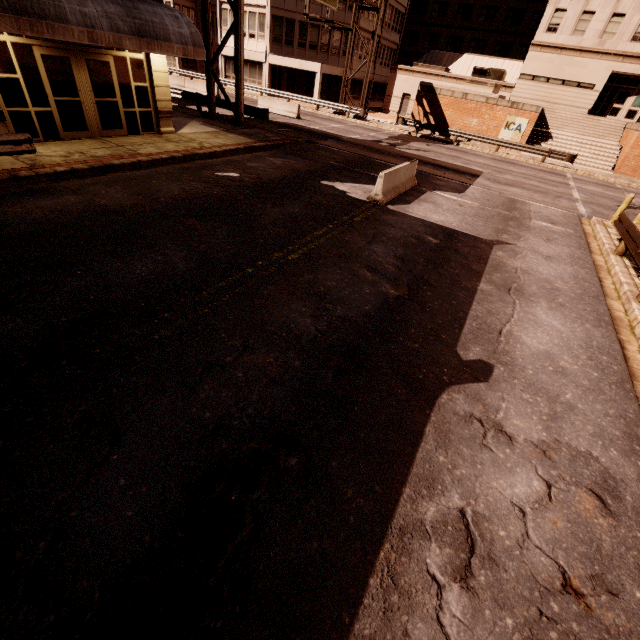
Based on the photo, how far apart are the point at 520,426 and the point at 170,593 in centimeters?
444cm

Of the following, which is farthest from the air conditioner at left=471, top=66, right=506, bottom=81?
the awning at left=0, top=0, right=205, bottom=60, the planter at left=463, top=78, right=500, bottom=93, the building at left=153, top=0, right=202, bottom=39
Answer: the awning at left=0, top=0, right=205, bottom=60

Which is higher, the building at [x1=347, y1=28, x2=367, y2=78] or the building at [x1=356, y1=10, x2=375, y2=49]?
the building at [x1=356, y1=10, x2=375, y2=49]

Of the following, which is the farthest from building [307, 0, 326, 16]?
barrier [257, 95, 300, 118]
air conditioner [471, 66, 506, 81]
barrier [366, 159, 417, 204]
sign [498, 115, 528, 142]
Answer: barrier [366, 159, 417, 204]

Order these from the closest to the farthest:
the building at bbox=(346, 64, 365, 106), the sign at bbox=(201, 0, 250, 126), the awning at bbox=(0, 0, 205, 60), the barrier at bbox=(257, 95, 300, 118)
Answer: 1. the awning at bbox=(0, 0, 205, 60)
2. the sign at bbox=(201, 0, 250, 126)
3. the barrier at bbox=(257, 95, 300, 118)
4. the building at bbox=(346, 64, 365, 106)

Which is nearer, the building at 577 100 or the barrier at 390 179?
the barrier at 390 179

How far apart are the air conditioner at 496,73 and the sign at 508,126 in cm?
1267

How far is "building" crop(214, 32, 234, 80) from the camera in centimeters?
3650cm
